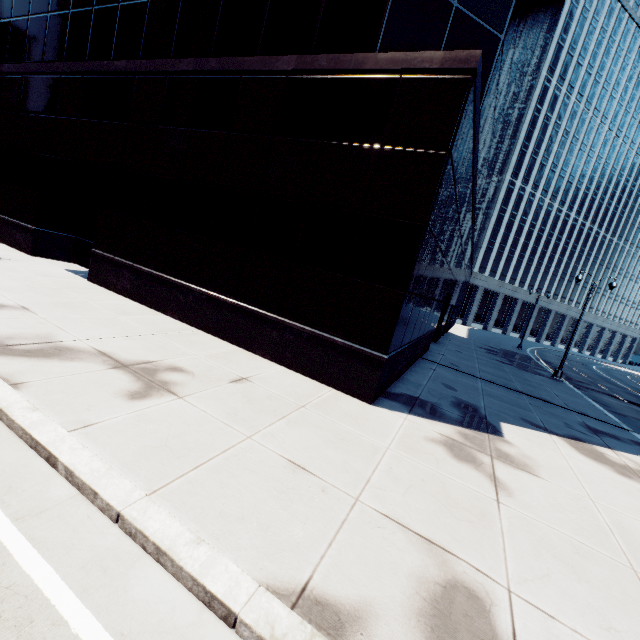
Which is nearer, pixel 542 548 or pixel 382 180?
pixel 542 548
